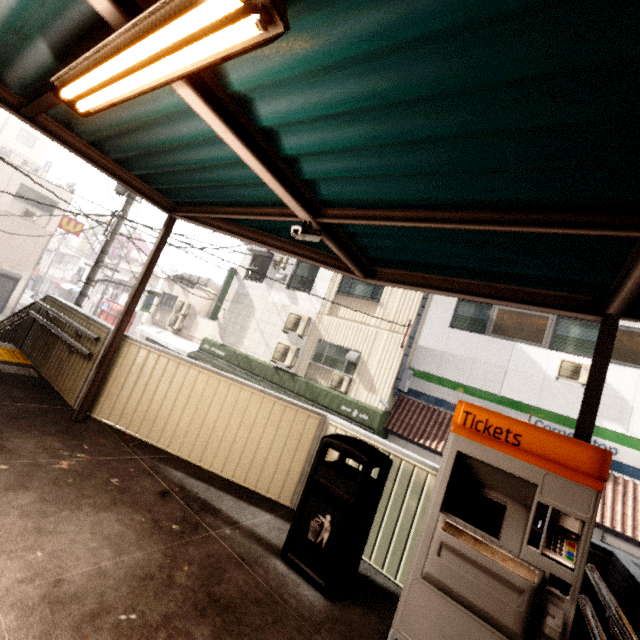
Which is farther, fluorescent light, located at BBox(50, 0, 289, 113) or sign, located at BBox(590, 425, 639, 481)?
sign, located at BBox(590, 425, 639, 481)

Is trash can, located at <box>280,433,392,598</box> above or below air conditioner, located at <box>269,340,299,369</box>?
below

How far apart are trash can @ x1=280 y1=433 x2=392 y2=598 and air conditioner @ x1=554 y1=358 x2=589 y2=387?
8.65m

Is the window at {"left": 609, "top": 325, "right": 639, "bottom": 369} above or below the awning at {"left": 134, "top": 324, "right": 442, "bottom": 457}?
above

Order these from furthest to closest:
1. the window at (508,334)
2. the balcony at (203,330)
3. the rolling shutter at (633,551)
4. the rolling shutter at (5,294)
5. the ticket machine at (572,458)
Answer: the rolling shutter at (5,294) < the balcony at (203,330) < the window at (508,334) < the rolling shutter at (633,551) < the ticket machine at (572,458)

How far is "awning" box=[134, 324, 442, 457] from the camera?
10.7m

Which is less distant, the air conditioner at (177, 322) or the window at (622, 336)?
the window at (622, 336)

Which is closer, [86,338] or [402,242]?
[402,242]
